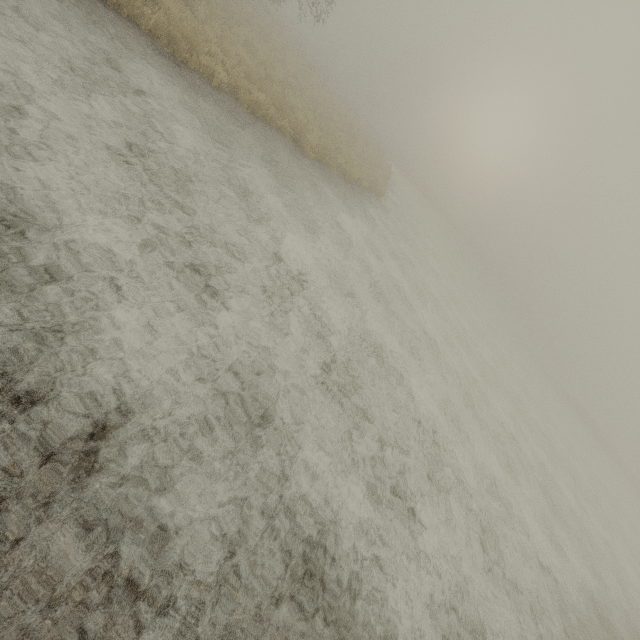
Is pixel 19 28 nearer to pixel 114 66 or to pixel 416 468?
pixel 114 66
